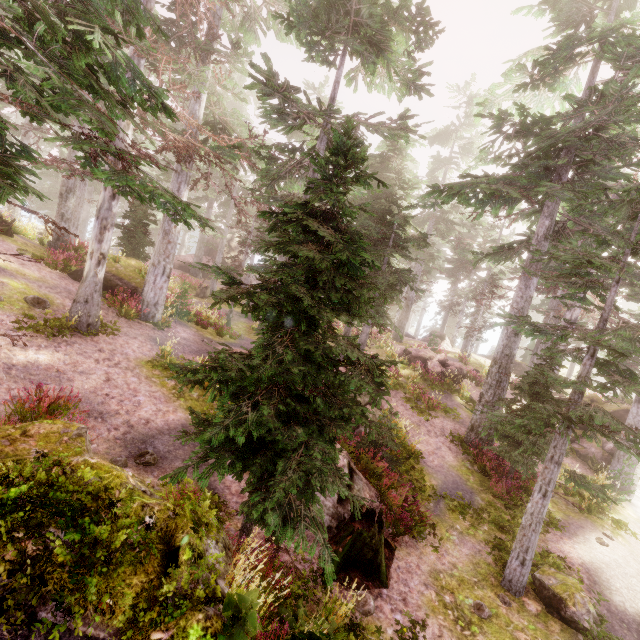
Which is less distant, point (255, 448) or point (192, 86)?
point (255, 448)

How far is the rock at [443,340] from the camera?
34.62m

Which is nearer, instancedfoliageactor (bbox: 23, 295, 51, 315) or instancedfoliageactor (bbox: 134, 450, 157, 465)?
instancedfoliageactor (bbox: 134, 450, 157, 465)

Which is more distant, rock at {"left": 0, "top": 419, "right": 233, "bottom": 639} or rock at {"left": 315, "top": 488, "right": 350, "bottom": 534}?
rock at {"left": 315, "top": 488, "right": 350, "bottom": 534}

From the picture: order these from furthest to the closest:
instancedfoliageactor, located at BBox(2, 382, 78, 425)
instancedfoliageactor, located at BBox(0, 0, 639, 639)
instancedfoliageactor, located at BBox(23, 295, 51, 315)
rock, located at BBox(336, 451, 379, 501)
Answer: instancedfoliageactor, located at BBox(23, 295, 51, 315), rock, located at BBox(336, 451, 379, 501), instancedfoliageactor, located at BBox(2, 382, 78, 425), instancedfoliageactor, located at BBox(0, 0, 639, 639)

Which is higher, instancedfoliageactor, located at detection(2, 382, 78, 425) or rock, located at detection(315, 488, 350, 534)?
instancedfoliageactor, located at detection(2, 382, 78, 425)

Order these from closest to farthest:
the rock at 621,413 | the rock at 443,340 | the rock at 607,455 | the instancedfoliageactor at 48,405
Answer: the instancedfoliageactor at 48,405 → the rock at 607,455 → the rock at 621,413 → the rock at 443,340

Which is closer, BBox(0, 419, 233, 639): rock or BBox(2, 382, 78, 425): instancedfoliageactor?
BBox(0, 419, 233, 639): rock
